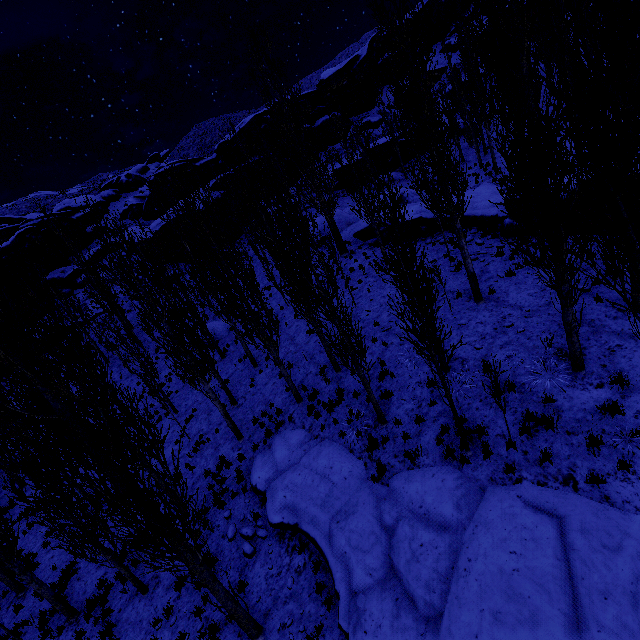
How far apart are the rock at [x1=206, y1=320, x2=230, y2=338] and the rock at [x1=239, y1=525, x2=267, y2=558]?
15.6m

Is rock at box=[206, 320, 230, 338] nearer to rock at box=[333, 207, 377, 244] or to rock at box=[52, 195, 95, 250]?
rock at box=[333, 207, 377, 244]

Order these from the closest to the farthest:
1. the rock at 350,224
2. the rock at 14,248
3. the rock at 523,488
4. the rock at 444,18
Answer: the rock at 523,488, the rock at 350,224, the rock at 14,248, the rock at 444,18

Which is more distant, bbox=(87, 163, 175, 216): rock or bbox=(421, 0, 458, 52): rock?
bbox=(421, 0, 458, 52): rock

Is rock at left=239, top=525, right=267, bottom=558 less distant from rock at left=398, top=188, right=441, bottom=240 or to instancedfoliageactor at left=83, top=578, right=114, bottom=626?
instancedfoliageactor at left=83, top=578, right=114, bottom=626

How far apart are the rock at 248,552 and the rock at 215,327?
15.65m

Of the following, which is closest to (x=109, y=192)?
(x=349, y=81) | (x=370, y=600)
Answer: (x=349, y=81)

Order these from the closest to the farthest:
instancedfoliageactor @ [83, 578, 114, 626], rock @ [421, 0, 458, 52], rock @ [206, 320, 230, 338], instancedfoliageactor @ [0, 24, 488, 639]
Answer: instancedfoliageactor @ [0, 24, 488, 639]
instancedfoliageactor @ [83, 578, 114, 626]
rock @ [206, 320, 230, 338]
rock @ [421, 0, 458, 52]
